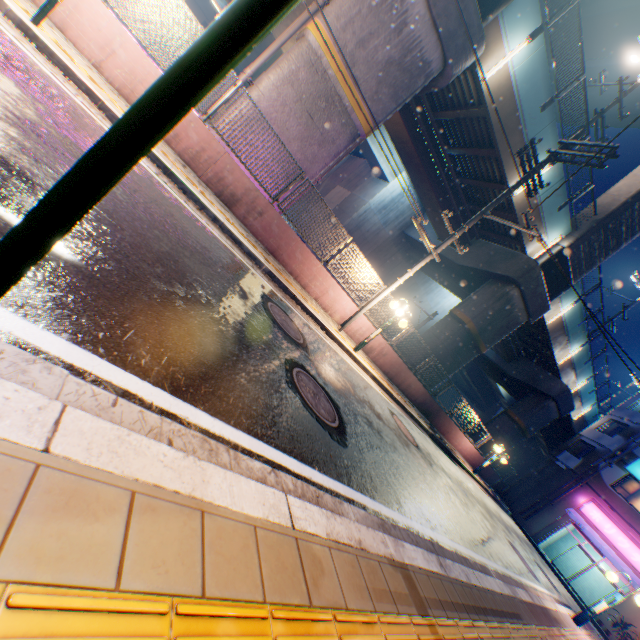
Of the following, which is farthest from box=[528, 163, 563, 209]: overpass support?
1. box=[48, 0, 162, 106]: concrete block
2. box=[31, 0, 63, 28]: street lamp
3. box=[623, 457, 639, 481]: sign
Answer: box=[623, 457, 639, 481]: sign

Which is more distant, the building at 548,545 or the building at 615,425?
the building at 548,545

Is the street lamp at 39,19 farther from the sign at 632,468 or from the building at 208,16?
the building at 208,16

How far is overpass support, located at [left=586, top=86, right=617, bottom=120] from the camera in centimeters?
2173cm

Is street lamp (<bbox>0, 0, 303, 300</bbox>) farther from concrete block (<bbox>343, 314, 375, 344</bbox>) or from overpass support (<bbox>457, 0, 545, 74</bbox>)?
overpass support (<bbox>457, 0, 545, 74</bbox>)

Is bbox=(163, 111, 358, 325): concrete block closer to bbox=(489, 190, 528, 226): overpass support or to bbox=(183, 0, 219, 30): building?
bbox=(489, 190, 528, 226): overpass support

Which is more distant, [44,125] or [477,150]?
[477,150]

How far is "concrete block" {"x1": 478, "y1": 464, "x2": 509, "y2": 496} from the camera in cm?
2335
